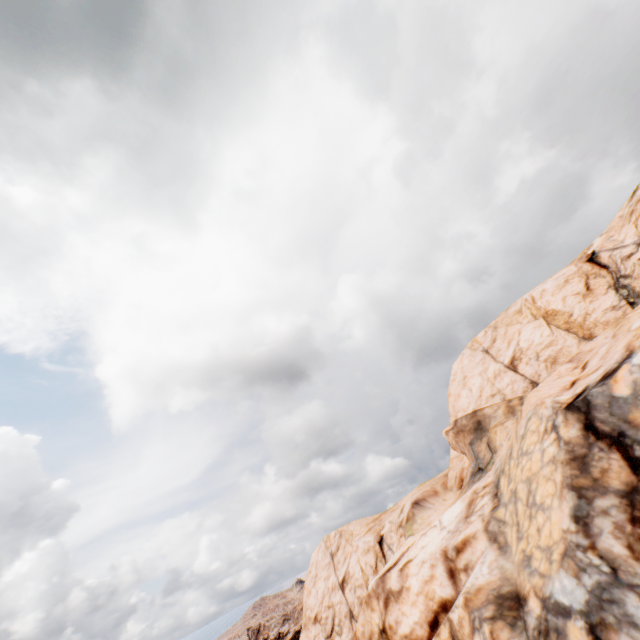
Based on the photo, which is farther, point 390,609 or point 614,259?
point 614,259
